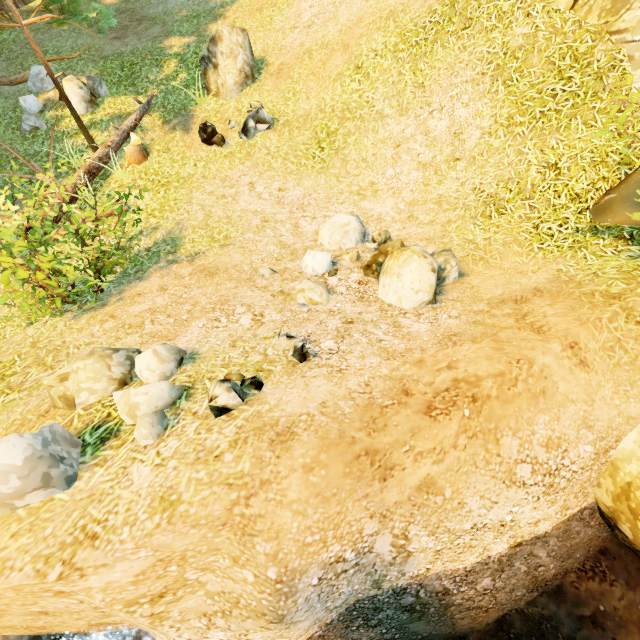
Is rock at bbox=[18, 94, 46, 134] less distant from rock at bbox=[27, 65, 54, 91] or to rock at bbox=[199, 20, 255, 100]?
rock at bbox=[27, 65, 54, 91]

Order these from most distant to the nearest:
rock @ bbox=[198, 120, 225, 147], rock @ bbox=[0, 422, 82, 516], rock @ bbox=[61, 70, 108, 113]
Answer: rock @ bbox=[61, 70, 108, 113], rock @ bbox=[198, 120, 225, 147], rock @ bbox=[0, 422, 82, 516]

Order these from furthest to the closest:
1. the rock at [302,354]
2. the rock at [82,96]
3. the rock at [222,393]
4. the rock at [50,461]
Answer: the rock at [82,96] < the rock at [302,354] < the rock at [222,393] < the rock at [50,461]

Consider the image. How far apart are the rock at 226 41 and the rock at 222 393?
9.5m

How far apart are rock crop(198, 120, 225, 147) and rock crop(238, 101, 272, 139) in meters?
0.4

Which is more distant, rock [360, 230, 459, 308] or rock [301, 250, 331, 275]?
rock [301, 250, 331, 275]

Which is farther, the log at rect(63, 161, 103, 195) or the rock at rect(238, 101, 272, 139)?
the rock at rect(238, 101, 272, 139)

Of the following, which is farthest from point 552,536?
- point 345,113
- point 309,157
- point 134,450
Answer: point 345,113
